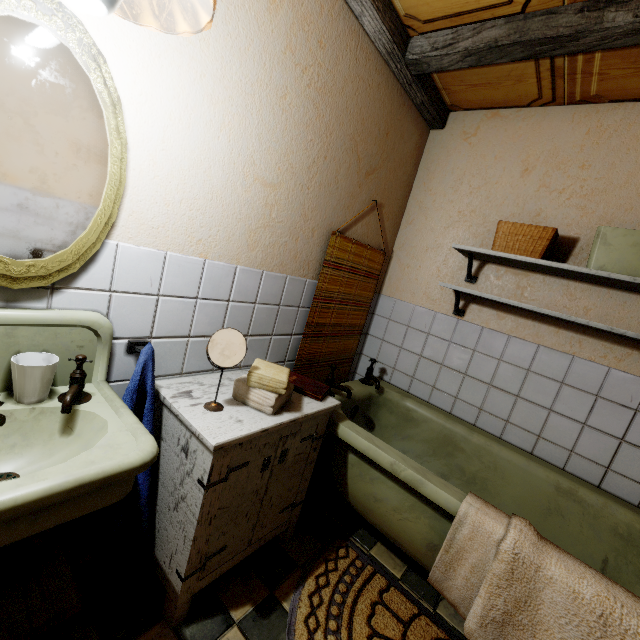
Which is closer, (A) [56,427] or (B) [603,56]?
(A) [56,427]

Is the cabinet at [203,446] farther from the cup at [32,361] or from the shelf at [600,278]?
the shelf at [600,278]

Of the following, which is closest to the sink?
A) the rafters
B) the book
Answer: the book

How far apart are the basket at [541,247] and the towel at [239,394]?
1.48m

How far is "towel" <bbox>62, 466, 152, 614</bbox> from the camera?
1.3 meters

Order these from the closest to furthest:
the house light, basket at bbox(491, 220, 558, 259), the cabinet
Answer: the house light
the cabinet
basket at bbox(491, 220, 558, 259)

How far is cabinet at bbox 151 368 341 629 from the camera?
1.23m

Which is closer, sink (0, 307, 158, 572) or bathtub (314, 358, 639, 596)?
sink (0, 307, 158, 572)
